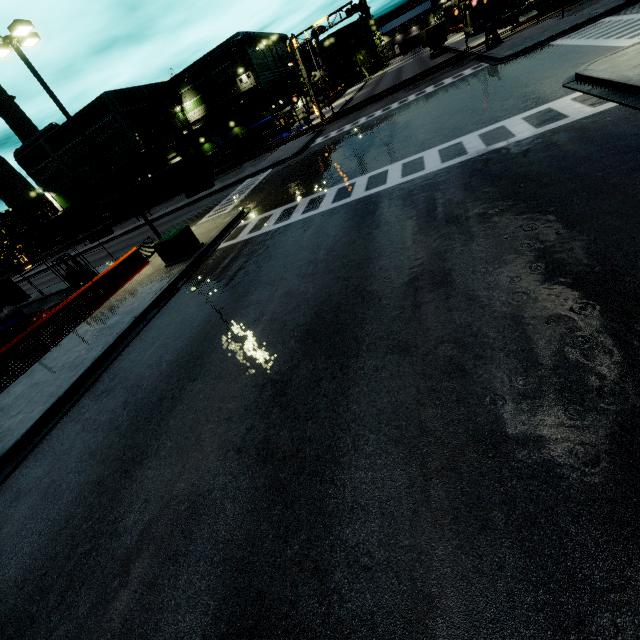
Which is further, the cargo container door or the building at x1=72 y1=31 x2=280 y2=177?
the building at x1=72 y1=31 x2=280 y2=177

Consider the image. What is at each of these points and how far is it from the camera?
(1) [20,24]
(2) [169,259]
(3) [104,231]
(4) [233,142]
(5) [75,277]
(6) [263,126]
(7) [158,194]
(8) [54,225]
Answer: (1) light, 12.5m
(2) electrical box, 14.5m
(3) semi trailer, 43.0m
(4) tarp, 45.8m
(5) forklift, 18.3m
(6) tarp, 43.7m
(7) semi trailer, 36.6m
(8) cargo car, 56.5m

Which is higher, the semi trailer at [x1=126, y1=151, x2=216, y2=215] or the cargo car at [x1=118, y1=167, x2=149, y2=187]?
the cargo car at [x1=118, y1=167, x2=149, y2=187]

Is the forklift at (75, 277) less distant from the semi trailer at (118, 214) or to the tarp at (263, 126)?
the semi trailer at (118, 214)

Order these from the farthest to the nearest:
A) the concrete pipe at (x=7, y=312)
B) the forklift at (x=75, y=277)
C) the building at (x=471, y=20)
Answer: the building at (x=471, y=20) < the concrete pipe at (x=7, y=312) < the forklift at (x=75, y=277)

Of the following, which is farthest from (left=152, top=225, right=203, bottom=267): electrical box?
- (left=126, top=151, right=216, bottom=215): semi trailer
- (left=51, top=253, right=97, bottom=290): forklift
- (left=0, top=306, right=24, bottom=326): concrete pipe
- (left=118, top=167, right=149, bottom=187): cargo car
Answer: (left=118, top=167, right=149, bottom=187): cargo car

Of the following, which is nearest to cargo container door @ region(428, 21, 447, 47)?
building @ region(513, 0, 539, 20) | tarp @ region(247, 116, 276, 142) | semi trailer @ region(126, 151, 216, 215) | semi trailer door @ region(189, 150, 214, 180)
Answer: building @ region(513, 0, 539, 20)

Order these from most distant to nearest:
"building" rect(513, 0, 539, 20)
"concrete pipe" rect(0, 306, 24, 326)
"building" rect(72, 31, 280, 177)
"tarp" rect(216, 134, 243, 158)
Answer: "building" rect(72, 31, 280, 177)
"tarp" rect(216, 134, 243, 158)
"building" rect(513, 0, 539, 20)
"concrete pipe" rect(0, 306, 24, 326)
